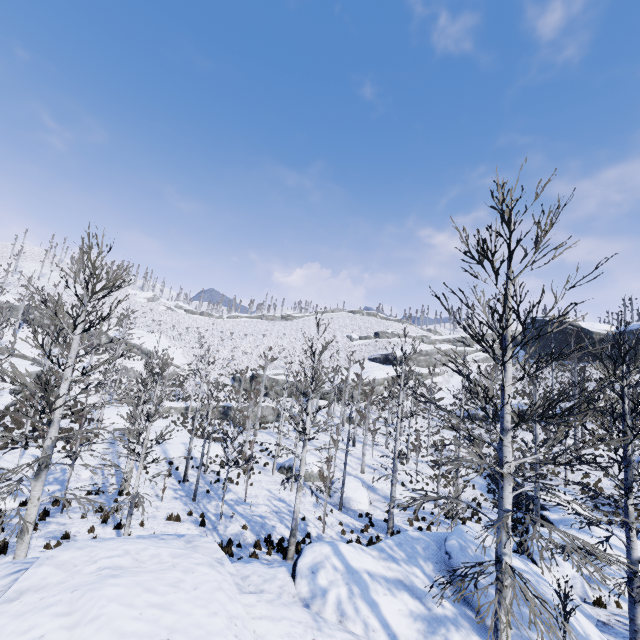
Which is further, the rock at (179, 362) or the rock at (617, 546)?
the rock at (179, 362)

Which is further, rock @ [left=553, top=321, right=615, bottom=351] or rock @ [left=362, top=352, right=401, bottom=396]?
rock @ [left=362, top=352, right=401, bottom=396]

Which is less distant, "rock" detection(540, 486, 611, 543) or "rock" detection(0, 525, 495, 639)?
"rock" detection(0, 525, 495, 639)

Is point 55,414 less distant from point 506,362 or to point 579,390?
point 506,362

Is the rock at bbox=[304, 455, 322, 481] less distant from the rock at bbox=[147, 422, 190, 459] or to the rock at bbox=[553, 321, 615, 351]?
the rock at bbox=[147, 422, 190, 459]

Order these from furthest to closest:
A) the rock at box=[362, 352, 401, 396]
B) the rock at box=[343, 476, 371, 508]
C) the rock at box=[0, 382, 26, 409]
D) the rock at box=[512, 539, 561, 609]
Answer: the rock at box=[362, 352, 401, 396] < the rock at box=[0, 382, 26, 409] < the rock at box=[343, 476, 371, 508] < the rock at box=[512, 539, 561, 609]

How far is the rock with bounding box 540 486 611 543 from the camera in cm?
1467

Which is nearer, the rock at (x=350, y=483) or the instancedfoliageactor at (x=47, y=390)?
the instancedfoliageactor at (x=47, y=390)
